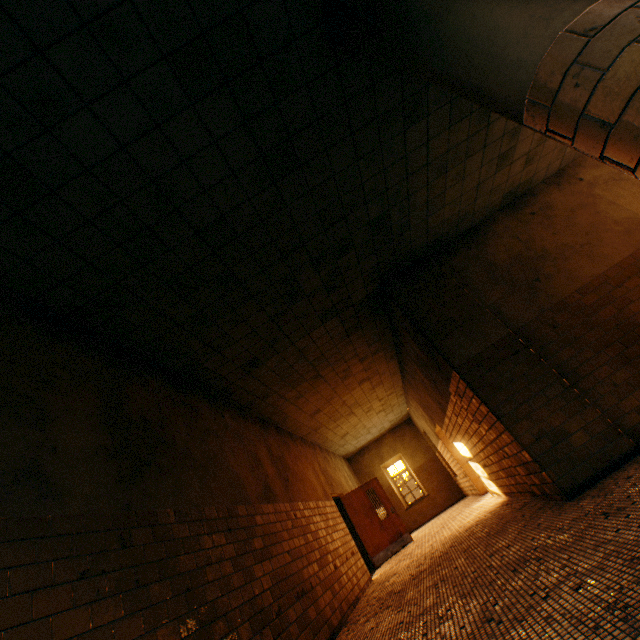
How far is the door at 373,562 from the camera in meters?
9.8

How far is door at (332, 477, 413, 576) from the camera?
9.8m

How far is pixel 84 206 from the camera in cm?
278
